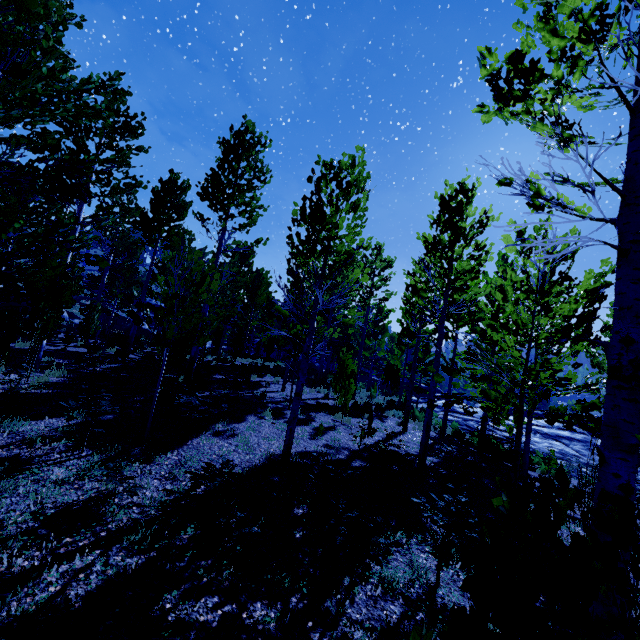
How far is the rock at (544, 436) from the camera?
17.8 meters

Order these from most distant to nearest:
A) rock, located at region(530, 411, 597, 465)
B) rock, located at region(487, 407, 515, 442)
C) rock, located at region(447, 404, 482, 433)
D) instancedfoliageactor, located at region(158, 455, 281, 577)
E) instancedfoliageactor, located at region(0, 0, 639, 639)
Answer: rock, located at region(447, 404, 482, 433) < rock, located at region(487, 407, 515, 442) < rock, located at region(530, 411, 597, 465) < instancedfoliageactor, located at region(158, 455, 281, 577) < instancedfoliageactor, located at region(0, 0, 639, 639)

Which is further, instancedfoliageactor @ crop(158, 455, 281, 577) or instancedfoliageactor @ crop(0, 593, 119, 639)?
instancedfoliageactor @ crop(158, 455, 281, 577)

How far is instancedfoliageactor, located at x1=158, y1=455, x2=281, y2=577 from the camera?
3.33m

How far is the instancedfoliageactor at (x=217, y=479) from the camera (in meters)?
3.33

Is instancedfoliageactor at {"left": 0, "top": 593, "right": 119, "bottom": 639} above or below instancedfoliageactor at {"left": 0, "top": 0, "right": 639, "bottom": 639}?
below

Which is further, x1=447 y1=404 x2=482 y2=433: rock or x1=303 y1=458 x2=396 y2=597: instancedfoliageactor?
Result: x1=447 y1=404 x2=482 y2=433: rock

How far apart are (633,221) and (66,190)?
12.6m
